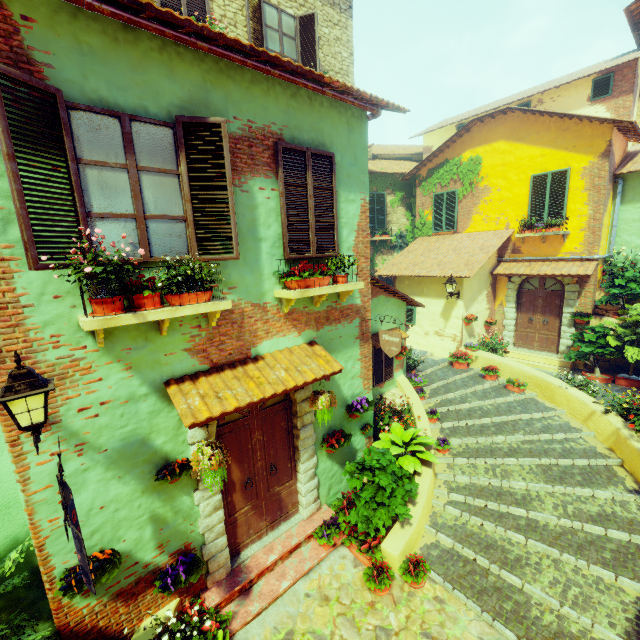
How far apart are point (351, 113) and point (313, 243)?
2.43m

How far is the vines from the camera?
14.62m

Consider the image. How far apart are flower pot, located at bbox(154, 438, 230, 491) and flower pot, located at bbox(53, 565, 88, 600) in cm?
87

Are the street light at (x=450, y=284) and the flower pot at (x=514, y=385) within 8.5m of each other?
yes

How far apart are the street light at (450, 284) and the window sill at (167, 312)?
8.34m

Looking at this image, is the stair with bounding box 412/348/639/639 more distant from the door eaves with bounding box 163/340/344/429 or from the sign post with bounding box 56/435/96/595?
the sign post with bounding box 56/435/96/595

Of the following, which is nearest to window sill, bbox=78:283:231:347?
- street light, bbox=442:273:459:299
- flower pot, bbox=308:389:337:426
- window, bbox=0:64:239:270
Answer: window, bbox=0:64:239:270

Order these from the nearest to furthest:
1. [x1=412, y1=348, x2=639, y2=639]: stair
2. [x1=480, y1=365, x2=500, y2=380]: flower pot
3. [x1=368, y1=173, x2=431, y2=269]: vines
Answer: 1. [x1=412, y1=348, x2=639, y2=639]: stair
2. [x1=480, y1=365, x2=500, y2=380]: flower pot
3. [x1=368, y1=173, x2=431, y2=269]: vines
